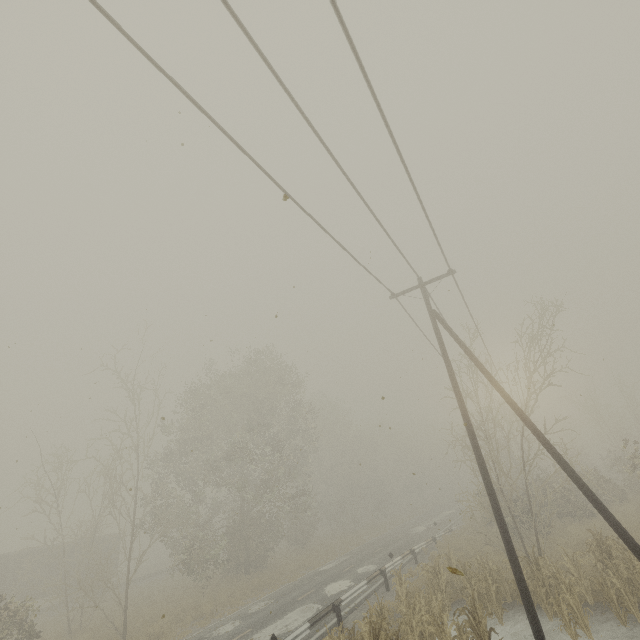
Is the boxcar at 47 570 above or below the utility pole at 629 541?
above

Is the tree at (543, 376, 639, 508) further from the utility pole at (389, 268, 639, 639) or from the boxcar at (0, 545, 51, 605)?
the boxcar at (0, 545, 51, 605)

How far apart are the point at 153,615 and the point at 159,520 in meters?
5.8

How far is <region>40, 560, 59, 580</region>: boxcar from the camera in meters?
28.1

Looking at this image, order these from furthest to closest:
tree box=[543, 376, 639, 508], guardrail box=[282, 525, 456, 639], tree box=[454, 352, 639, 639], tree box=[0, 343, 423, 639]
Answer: tree box=[0, 343, 423, 639], tree box=[543, 376, 639, 508], guardrail box=[282, 525, 456, 639], tree box=[454, 352, 639, 639]

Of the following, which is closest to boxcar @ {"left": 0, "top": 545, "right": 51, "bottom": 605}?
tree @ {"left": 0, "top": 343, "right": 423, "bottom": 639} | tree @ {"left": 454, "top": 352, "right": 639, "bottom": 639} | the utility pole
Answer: tree @ {"left": 0, "top": 343, "right": 423, "bottom": 639}

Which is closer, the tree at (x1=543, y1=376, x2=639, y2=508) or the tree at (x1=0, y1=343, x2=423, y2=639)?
the tree at (x1=543, y1=376, x2=639, y2=508)

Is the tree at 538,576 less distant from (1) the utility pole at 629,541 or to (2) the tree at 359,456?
(1) the utility pole at 629,541
